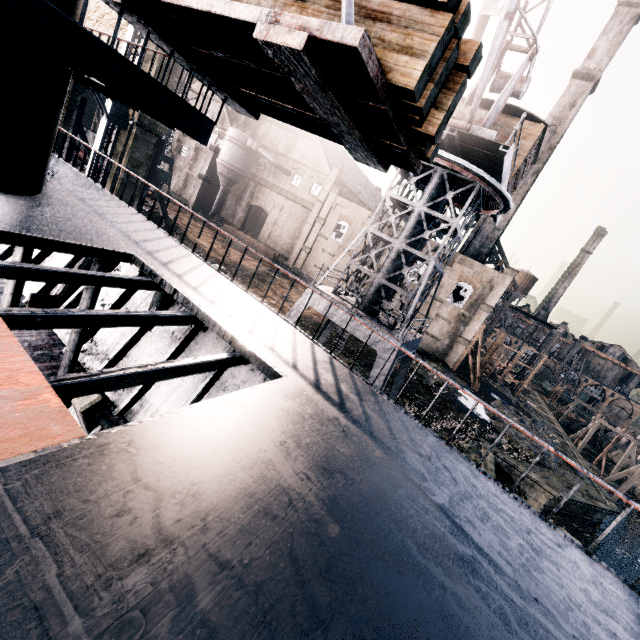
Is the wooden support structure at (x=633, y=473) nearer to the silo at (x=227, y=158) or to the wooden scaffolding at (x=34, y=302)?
the wooden scaffolding at (x=34, y=302)

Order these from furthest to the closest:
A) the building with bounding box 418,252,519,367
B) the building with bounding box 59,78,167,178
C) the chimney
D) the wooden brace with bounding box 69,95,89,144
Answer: the building with bounding box 418,252,519,367
the chimney
the wooden brace with bounding box 69,95,89,144
the building with bounding box 59,78,167,178

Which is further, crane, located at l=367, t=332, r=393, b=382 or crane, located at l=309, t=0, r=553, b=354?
crane, located at l=367, t=332, r=393, b=382

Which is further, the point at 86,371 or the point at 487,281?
the point at 487,281

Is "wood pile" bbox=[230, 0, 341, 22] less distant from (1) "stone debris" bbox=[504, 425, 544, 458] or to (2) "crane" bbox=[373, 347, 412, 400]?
(2) "crane" bbox=[373, 347, 412, 400]

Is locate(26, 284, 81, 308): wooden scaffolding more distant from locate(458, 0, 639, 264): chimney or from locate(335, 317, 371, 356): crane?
locate(458, 0, 639, 264): chimney

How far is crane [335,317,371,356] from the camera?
16.14m

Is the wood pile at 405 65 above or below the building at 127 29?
below
